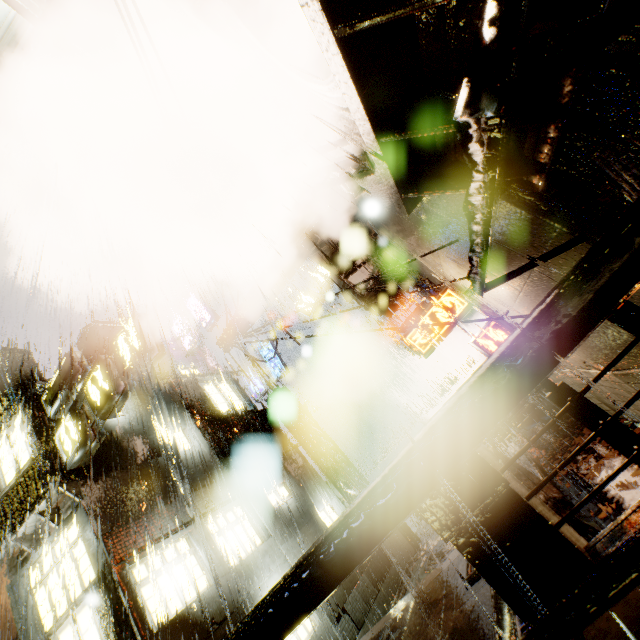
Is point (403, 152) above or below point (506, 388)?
above

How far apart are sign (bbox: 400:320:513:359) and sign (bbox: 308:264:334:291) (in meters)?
9.10

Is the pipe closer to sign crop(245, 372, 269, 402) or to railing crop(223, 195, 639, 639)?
sign crop(245, 372, 269, 402)

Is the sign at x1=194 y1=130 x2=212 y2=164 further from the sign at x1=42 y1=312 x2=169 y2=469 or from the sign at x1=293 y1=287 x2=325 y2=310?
the sign at x1=42 y1=312 x2=169 y2=469

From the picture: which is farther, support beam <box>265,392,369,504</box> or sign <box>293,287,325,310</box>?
sign <box>293,287,325,310</box>

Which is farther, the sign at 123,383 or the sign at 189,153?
the sign at 189,153

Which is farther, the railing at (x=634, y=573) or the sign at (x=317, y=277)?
the sign at (x=317, y=277)

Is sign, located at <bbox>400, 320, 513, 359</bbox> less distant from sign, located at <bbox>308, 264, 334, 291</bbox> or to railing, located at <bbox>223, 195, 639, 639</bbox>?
railing, located at <bbox>223, 195, 639, 639</bbox>
